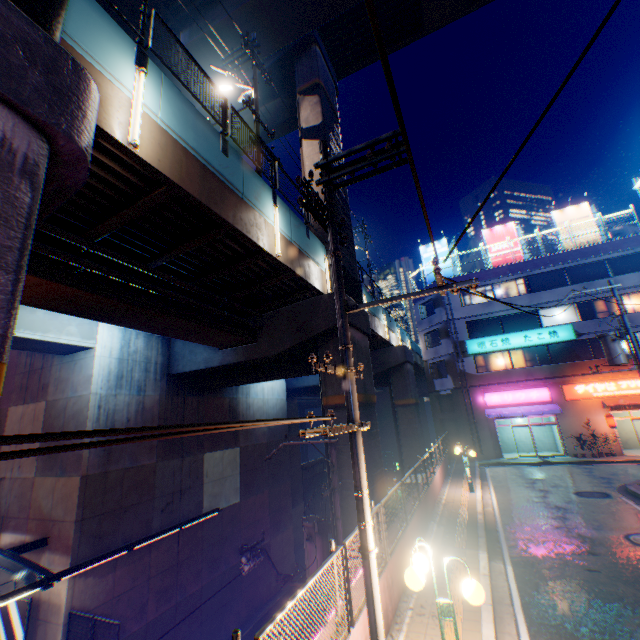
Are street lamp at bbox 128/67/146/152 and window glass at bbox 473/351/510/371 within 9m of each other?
no

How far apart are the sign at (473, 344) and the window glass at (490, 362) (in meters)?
0.47

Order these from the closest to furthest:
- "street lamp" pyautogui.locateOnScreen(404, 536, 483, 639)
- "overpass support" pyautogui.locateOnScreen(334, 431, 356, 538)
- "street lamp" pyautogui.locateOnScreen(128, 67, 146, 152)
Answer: "street lamp" pyautogui.locateOnScreen(404, 536, 483, 639), "street lamp" pyautogui.locateOnScreen(128, 67, 146, 152), "overpass support" pyautogui.locateOnScreen(334, 431, 356, 538)

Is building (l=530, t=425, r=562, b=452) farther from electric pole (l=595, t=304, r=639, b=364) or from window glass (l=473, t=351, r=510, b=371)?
electric pole (l=595, t=304, r=639, b=364)

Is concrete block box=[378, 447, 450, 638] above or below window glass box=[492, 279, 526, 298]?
below

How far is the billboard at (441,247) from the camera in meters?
32.0

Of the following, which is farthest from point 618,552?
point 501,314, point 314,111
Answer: point 314,111

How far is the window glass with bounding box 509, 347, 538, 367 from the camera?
26.3m
